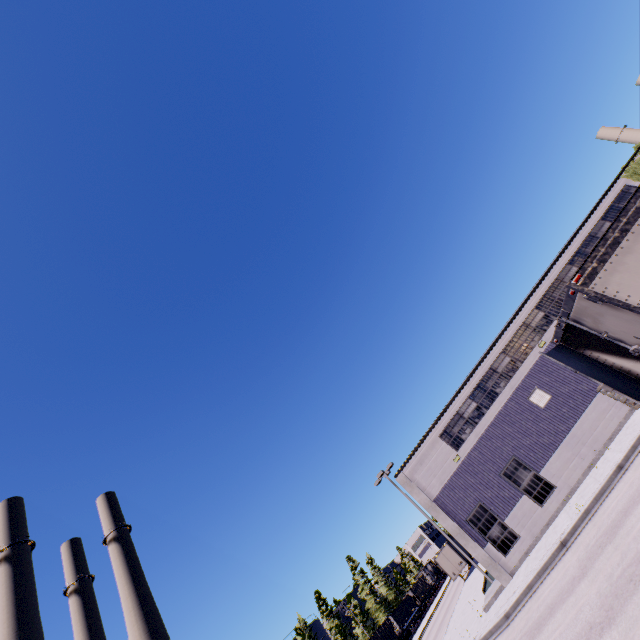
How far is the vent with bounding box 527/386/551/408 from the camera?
20.0 meters

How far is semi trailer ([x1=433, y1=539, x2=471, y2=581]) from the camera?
36.94m

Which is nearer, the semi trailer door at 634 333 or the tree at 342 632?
the semi trailer door at 634 333

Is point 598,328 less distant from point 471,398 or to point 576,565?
point 576,565

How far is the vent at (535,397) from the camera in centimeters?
1998cm

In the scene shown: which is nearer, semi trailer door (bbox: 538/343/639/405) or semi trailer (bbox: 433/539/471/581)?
semi trailer door (bbox: 538/343/639/405)

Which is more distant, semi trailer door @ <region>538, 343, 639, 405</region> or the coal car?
the coal car

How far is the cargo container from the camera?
54.4m
